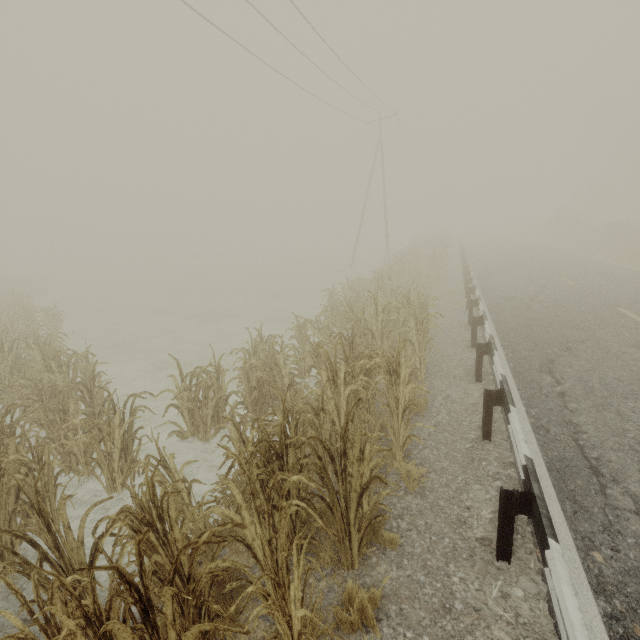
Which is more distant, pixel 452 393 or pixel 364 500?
pixel 452 393
